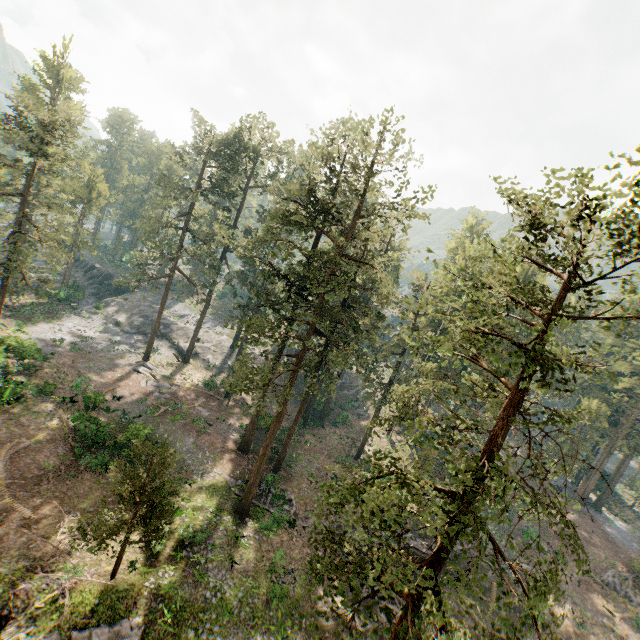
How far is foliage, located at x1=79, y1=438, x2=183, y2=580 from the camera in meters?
15.9

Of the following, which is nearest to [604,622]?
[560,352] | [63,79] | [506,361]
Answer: [506,361]

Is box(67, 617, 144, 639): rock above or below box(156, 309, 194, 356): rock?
below

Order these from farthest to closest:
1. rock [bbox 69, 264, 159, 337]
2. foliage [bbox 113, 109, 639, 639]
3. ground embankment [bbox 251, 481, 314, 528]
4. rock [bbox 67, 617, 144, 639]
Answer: rock [bbox 69, 264, 159, 337] → ground embankment [bbox 251, 481, 314, 528] → rock [bbox 67, 617, 144, 639] → foliage [bbox 113, 109, 639, 639]

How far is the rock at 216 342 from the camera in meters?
47.0

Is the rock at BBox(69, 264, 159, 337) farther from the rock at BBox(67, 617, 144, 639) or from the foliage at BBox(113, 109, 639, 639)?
the rock at BBox(67, 617, 144, 639)

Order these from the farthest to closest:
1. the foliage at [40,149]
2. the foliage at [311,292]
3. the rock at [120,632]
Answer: the foliage at [40,149], the rock at [120,632], the foliage at [311,292]

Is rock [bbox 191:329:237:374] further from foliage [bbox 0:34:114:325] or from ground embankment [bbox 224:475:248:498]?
ground embankment [bbox 224:475:248:498]
